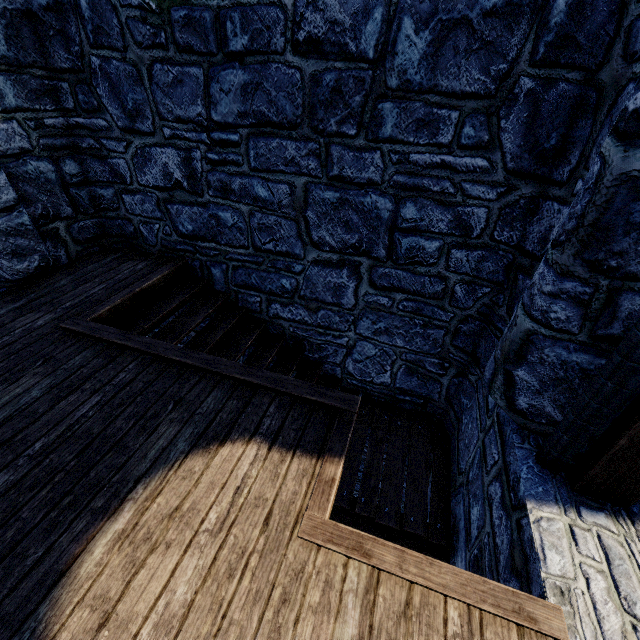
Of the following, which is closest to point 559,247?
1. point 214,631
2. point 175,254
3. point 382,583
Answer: point 382,583
